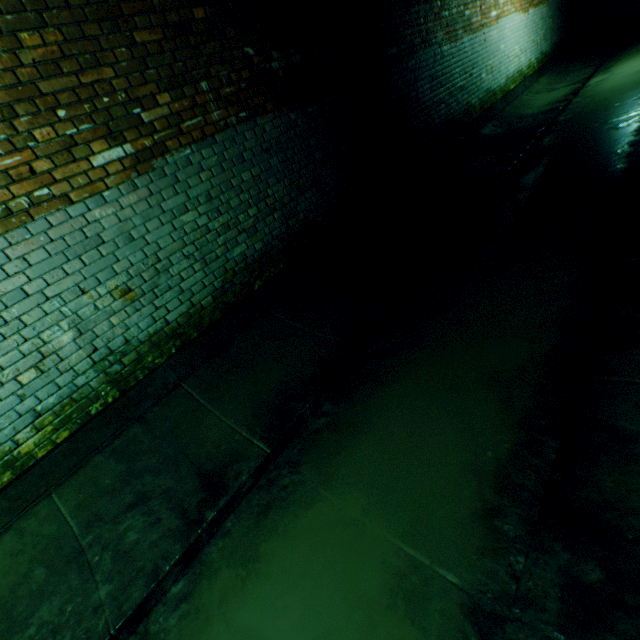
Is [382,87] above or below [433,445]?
above
